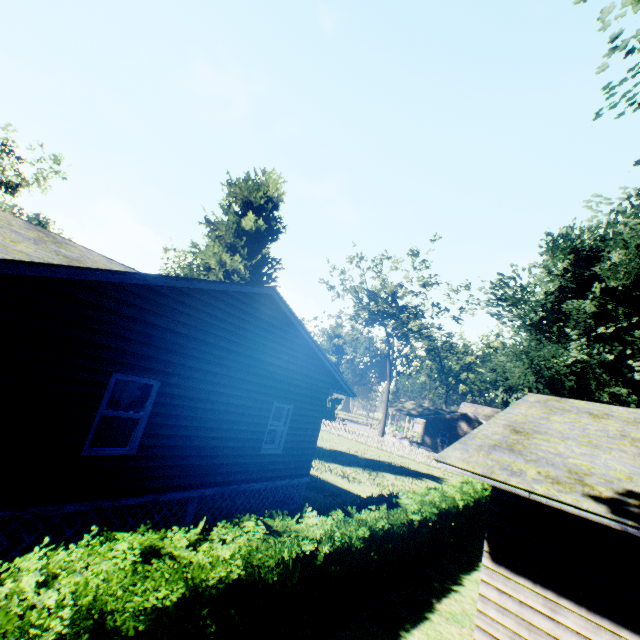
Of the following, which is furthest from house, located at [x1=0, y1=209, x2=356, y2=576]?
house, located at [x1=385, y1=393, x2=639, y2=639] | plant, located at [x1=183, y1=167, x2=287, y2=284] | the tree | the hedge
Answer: the tree

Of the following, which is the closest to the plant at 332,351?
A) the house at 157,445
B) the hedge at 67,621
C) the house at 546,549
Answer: the house at 157,445

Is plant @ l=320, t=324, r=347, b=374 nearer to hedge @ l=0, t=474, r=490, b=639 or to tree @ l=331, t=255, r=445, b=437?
tree @ l=331, t=255, r=445, b=437

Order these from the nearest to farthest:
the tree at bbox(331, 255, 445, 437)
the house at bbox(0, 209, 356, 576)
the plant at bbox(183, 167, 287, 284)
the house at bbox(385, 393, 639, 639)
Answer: the house at bbox(385, 393, 639, 639) < the house at bbox(0, 209, 356, 576) < the plant at bbox(183, 167, 287, 284) < the tree at bbox(331, 255, 445, 437)

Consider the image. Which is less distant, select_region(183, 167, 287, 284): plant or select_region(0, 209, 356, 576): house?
select_region(0, 209, 356, 576): house

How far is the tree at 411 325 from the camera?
35.2m

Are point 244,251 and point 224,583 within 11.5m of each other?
no
